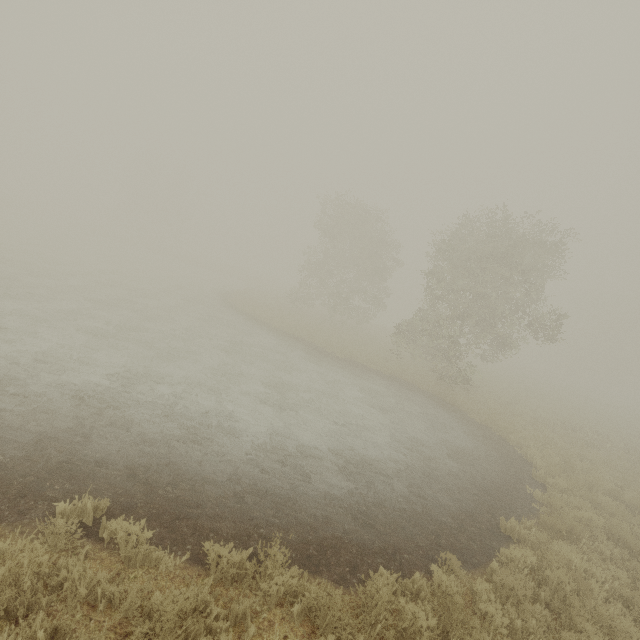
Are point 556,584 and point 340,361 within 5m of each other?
no
